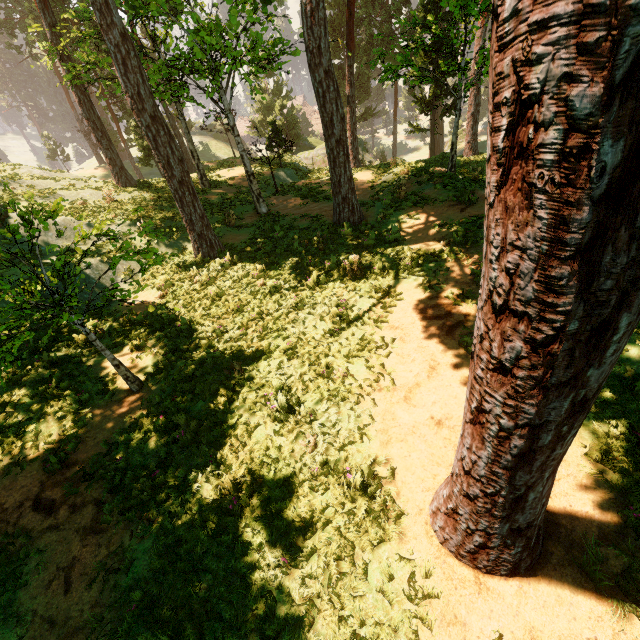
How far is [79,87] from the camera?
18.8 meters

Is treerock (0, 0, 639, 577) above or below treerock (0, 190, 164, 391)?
above

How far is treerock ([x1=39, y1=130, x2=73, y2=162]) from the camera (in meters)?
51.16

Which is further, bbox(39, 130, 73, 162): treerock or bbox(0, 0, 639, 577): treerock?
bbox(39, 130, 73, 162): treerock

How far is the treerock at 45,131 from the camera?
51.16m

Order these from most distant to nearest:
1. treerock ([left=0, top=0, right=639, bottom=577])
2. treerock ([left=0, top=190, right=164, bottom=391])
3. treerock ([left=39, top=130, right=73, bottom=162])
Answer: treerock ([left=39, top=130, right=73, bottom=162])
treerock ([left=0, top=190, right=164, bottom=391])
treerock ([left=0, top=0, right=639, bottom=577])

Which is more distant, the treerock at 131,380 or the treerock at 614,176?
the treerock at 131,380
